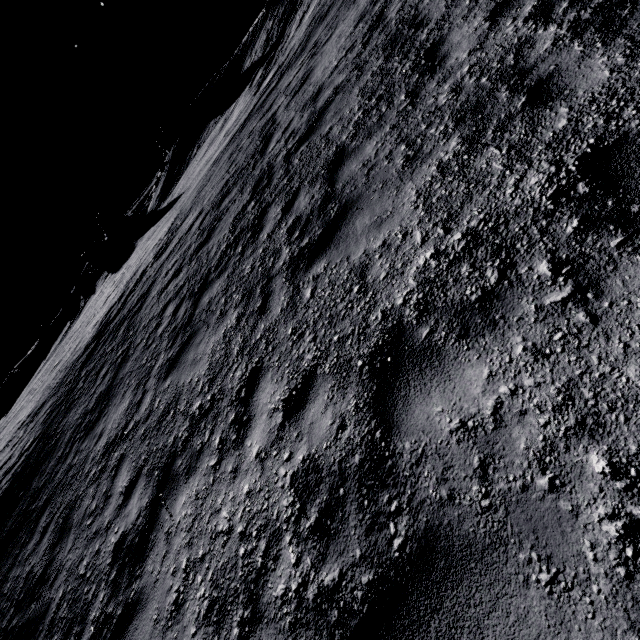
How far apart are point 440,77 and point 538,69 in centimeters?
160cm

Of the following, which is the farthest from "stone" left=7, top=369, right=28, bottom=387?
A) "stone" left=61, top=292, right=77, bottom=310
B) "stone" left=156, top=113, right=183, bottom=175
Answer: "stone" left=156, top=113, right=183, bottom=175

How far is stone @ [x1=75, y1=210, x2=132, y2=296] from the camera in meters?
40.6

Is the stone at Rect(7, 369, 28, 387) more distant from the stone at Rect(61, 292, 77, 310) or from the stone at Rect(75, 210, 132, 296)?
the stone at Rect(75, 210, 132, 296)

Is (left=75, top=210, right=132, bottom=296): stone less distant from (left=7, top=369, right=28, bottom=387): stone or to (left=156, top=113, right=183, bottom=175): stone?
(left=156, top=113, right=183, bottom=175): stone

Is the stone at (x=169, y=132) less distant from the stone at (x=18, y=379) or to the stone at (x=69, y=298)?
the stone at (x=69, y=298)

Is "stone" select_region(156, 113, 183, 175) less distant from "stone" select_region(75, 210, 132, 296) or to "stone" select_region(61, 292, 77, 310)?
"stone" select_region(75, 210, 132, 296)

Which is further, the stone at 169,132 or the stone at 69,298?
the stone at 69,298
